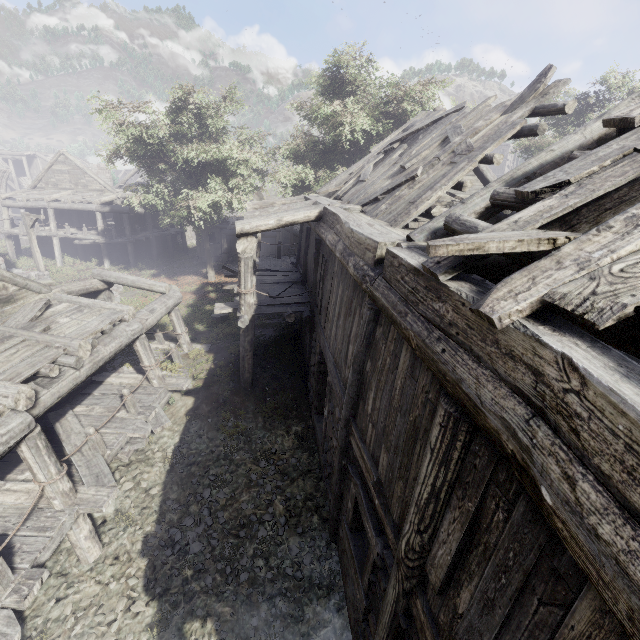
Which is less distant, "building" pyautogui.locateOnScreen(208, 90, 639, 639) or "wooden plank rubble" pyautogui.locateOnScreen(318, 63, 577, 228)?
"building" pyautogui.locateOnScreen(208, 90, 639, 639)

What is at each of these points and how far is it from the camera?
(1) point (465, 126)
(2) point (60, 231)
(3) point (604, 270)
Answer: (1) wooden plank rubble, 8.2 meters
(2) building, 26.1 meters
(3) wooden plank rubble, 2.0 meters

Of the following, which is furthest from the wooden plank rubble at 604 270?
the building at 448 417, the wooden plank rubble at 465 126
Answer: the wooden plank rubble at 465 126

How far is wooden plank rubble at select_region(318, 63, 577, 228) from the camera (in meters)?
6.30

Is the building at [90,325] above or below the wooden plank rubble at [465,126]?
below

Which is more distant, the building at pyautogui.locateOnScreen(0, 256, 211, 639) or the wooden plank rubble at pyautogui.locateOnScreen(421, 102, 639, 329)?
the building at pyautogui.locateOnScreen(0, 256, 211, 639)

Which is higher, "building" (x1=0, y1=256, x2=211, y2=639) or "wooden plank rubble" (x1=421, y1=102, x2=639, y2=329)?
"wooden plank rubble" (x1=421, y1=102, x2=639, y2=329)
